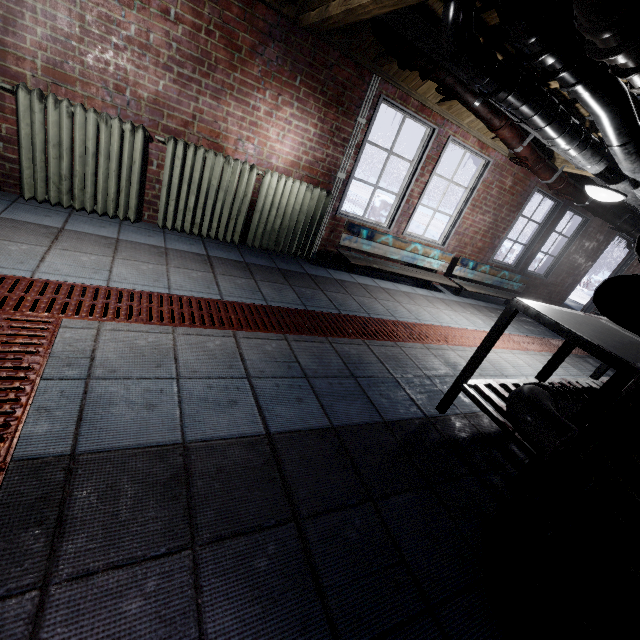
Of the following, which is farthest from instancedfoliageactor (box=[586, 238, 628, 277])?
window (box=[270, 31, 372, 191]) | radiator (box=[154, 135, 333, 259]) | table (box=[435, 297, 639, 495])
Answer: radiator (box=[154, 135, 333, 259])

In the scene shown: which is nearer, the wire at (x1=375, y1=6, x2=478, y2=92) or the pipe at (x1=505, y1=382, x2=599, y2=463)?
the pipe at (x1=505, y1=382, x2=599, y2=463)

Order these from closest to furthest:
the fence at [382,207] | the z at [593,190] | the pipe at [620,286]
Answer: the pipe at [620,286] → the z at [593,190] → the fence at [382,207]

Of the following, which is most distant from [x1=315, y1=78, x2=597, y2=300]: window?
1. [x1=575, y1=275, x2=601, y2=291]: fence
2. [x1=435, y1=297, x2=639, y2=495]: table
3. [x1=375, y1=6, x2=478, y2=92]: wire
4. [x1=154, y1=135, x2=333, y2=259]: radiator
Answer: [x1=575, y1=275, x2=601, y2=291]: fence

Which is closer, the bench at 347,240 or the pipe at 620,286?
the pipe at 620,286

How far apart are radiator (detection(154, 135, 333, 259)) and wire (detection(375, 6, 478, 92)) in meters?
1.5

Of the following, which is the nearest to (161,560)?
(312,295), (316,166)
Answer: (312,295)

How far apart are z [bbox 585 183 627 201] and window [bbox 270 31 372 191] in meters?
1.6
